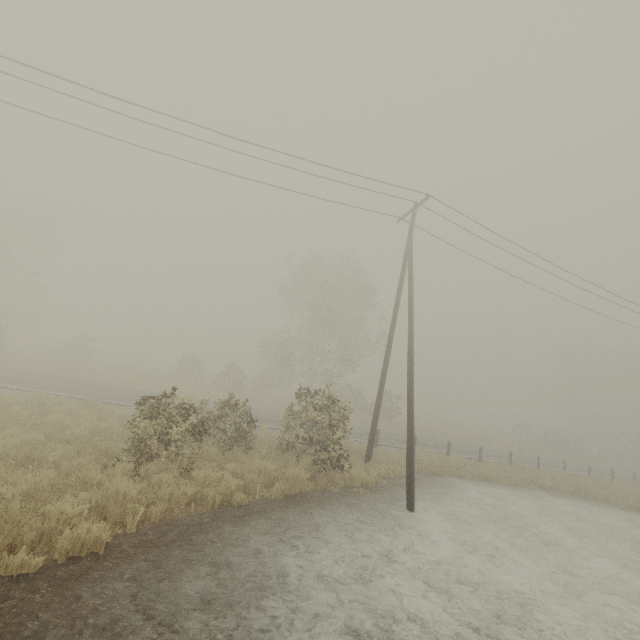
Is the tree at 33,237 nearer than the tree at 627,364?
Yes

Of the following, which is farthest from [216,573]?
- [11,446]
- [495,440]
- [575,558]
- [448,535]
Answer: [495,440]

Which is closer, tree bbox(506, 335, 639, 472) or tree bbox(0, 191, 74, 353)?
tree bbox(0, 191, 74, 353)
